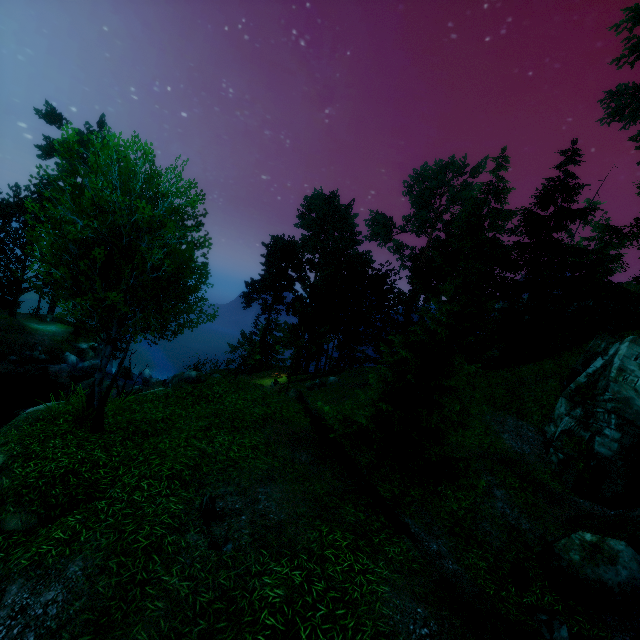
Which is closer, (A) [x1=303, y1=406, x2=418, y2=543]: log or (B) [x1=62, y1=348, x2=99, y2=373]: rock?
(A) [x1=303, y1=406, x2=418, y2=543]: log

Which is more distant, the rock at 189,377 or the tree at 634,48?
the rock at 189,377

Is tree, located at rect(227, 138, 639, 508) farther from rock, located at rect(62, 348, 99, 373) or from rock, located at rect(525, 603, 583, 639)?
rock, located at rect(525, 603, 583, 639)

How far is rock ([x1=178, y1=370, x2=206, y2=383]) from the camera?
29.2m

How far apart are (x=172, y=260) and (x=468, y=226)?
30.1m

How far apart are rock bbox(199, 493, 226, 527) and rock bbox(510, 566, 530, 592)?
7.7m

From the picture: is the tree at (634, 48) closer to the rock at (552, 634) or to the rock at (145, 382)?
the rock at (552, 634)

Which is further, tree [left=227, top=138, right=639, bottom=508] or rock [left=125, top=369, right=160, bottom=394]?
rock [left=125, top=369, right=160, bottom=394]
